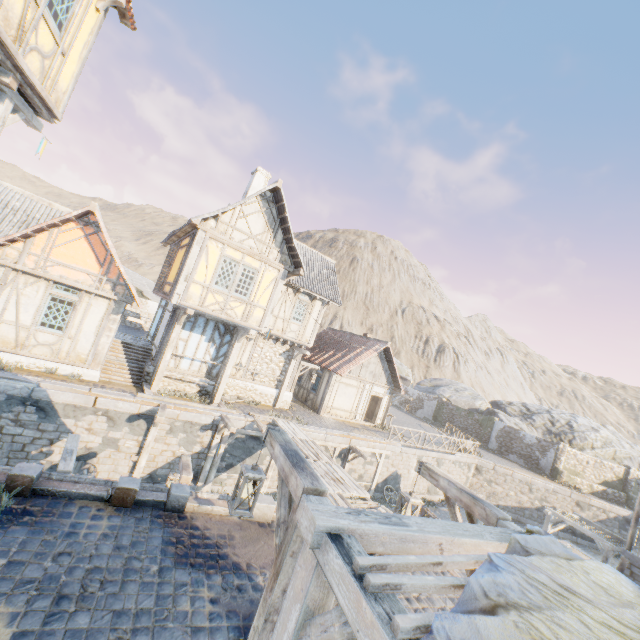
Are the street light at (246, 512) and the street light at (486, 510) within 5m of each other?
yes

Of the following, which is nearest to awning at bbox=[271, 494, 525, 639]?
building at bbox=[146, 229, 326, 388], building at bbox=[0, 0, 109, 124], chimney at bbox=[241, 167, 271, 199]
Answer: building at bbox=[0, 0, 109, 124]

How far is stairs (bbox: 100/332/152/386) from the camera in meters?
13.6

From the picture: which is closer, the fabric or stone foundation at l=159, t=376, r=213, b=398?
the fabric

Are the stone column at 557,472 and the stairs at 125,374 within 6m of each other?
no

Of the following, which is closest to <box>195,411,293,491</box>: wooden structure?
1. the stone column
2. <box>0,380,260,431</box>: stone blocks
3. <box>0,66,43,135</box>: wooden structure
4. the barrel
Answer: <box>0,380,260,431</box>: stone blocks

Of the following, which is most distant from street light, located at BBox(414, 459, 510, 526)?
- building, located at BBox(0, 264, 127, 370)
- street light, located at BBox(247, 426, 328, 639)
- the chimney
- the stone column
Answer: the stone column

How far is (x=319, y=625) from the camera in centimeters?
216cm
